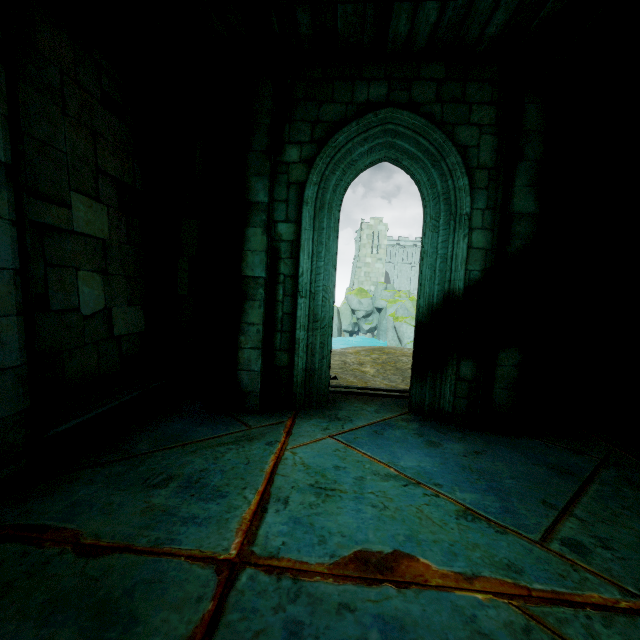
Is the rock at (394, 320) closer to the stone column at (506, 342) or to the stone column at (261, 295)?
A: the stone column at (261, 295)

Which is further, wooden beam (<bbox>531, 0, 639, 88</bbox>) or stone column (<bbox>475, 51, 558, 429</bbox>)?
stone column (<bbox>475, 51, 558, 429</bbox>)

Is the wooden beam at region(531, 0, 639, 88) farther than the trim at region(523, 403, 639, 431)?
No

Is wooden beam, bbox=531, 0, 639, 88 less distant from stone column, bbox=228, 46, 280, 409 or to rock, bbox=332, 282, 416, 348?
stone column, bbox=228, 46, 280, 409

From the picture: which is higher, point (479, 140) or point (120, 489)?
point (479, 140)

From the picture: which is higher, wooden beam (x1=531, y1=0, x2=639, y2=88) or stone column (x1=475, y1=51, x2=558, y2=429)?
wooden beam (x1=531, y1=0, x2=639, y2=88)

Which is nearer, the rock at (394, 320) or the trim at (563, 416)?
the trim at (563, 416)

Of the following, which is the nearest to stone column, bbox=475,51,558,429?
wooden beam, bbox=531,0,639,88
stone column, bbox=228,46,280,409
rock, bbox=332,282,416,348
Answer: wooden beam, bbox=531,0,639,88
